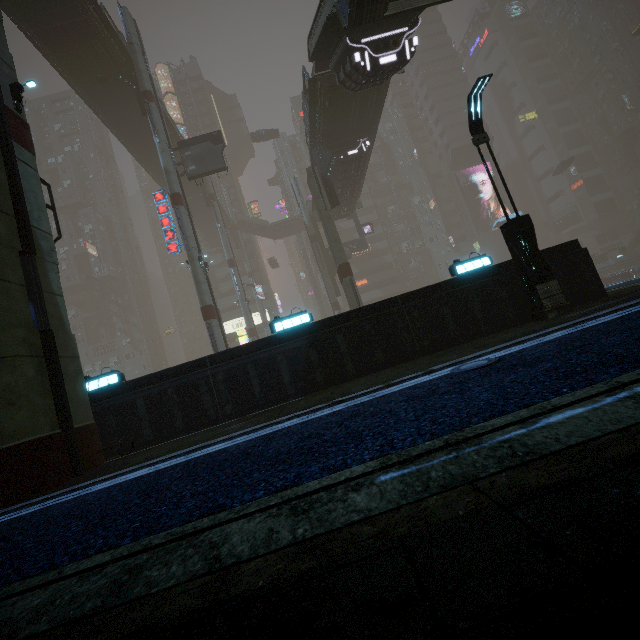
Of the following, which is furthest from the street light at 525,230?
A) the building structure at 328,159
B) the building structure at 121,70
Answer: the building structure at 121,70

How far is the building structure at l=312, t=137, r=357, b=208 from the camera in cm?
2492

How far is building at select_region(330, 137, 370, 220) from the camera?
26.3m

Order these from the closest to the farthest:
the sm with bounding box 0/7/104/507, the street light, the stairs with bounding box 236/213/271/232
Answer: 1. the sm with bounding box 0/7/104/507
2. the street light
3. the stairs with bounding box 236/213/271/232

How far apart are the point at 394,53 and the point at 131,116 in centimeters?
2798cm

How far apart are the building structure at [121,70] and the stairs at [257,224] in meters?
31.3

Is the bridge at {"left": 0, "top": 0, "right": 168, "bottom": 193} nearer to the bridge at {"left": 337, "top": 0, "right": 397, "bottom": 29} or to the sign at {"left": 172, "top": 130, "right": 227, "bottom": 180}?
the sign at {"left": 172, "top": 130, "right": 227, "bottom": 180}

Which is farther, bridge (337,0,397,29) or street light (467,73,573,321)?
bridge (337,0,397,29)
